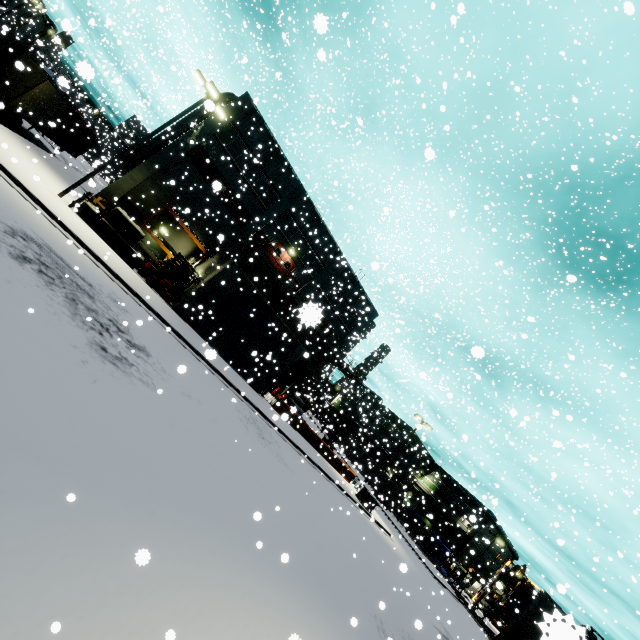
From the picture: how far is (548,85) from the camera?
20.0m

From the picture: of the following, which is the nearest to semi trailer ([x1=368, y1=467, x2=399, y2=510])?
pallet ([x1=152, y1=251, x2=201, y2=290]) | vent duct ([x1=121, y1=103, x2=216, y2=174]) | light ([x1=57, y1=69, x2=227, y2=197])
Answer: vent duct ([x1=121, y1=103, x2=216, y2=174])

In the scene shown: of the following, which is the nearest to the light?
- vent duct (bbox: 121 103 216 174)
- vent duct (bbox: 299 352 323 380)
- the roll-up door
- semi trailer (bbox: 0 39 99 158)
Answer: vent duct (bbox: 121 103 216 174)

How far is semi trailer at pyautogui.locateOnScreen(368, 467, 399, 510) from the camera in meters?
40.2 m

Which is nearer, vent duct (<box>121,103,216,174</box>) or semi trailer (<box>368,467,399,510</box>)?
vent duct (<box>121,103,216,174</box>)

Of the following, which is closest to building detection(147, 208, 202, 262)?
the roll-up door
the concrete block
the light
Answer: the roll-up door

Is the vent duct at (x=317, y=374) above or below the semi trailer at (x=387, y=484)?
above

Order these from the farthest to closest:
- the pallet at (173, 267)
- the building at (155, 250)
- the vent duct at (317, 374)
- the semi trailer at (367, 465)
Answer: the semi trailer at (367, 465)
the vent duct at (317, 374)
the building at (155, 250)
the pallet at (173, 267)
